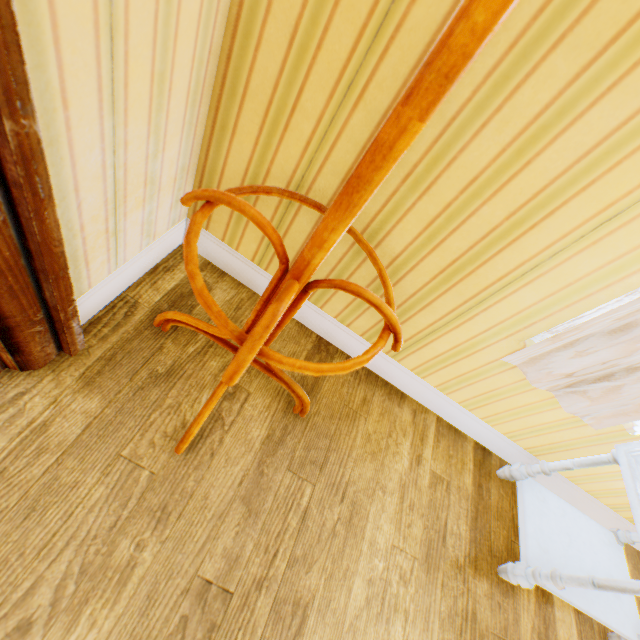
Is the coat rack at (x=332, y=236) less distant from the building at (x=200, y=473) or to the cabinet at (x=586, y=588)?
the building at (x=200, y=473)

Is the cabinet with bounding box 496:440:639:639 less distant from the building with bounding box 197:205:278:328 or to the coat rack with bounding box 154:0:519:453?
the building with bounding box 197:205:278:328

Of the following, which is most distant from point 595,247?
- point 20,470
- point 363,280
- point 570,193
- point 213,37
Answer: point 20,470

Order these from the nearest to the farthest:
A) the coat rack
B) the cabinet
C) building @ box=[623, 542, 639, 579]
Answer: the coat rack
the cabinet
building @ box=[623, 542, 639, 579]

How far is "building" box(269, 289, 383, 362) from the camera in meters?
1.5 m

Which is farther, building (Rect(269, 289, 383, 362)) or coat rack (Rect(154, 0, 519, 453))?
building (Rect(269, 289, 383, 362))
